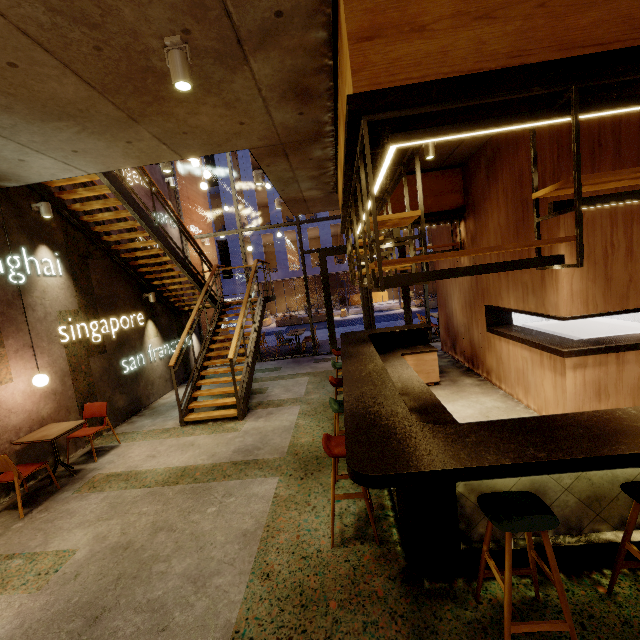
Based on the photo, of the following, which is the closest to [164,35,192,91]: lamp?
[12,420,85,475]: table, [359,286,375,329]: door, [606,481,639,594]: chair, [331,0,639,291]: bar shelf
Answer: [331,0,639,291]: bar shelf

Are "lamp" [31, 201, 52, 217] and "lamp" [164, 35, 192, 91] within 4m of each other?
no

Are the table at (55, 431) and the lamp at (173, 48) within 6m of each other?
yes

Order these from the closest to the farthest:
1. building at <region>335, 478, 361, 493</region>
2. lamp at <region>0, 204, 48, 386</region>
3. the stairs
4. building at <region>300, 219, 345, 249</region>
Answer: building at <region>335, 478, 361, 493</region> → lamp at <region>0, 204, 48, 386</region> → the stairs → building at <region>300, 219, 345, 249</region>

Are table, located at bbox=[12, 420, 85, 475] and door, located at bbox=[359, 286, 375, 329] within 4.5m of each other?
no

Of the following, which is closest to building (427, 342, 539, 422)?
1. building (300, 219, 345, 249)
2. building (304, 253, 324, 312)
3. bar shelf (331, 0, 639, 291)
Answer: bar shelf (331, 0, 639, 291)

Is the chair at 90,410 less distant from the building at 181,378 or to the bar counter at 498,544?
the building at 181,378

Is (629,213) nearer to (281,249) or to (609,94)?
(609,94)
